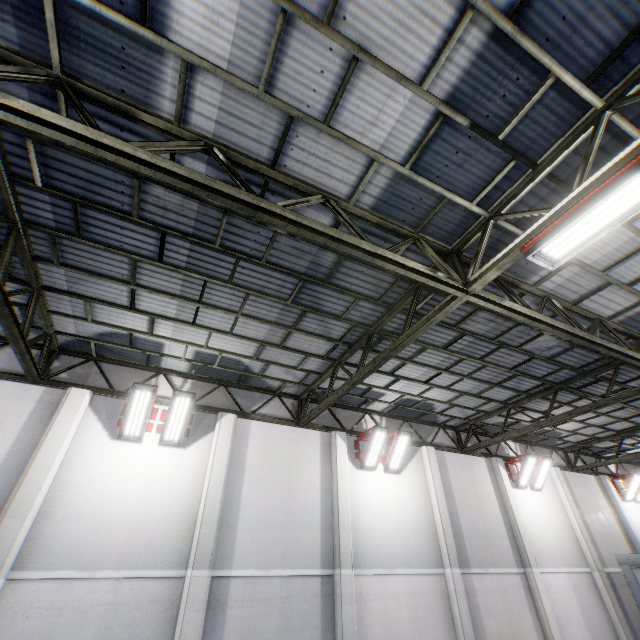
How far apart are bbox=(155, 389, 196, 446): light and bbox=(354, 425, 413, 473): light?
5.6m

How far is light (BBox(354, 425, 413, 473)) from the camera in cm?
1110

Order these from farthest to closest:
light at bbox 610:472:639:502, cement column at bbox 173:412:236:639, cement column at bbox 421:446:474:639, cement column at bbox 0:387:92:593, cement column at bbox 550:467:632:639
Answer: light at bbox 610:472:639:502
cement column at bbox 550:467:632:639
cement column at bbox 421:446:474:639
cement column at bbox 173:412:236:639
cement column at bbox 0:387:92:593

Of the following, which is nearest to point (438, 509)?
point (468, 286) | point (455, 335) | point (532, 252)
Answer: point (455, 335)

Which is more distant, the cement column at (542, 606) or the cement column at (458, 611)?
the cement column at (542, 606)

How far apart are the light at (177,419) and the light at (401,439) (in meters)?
5.62

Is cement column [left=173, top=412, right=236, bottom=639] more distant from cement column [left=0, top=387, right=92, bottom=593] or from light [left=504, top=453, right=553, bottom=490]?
light [left=504, top=453, right=553, bottom=490]

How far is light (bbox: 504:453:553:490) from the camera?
13.8m
